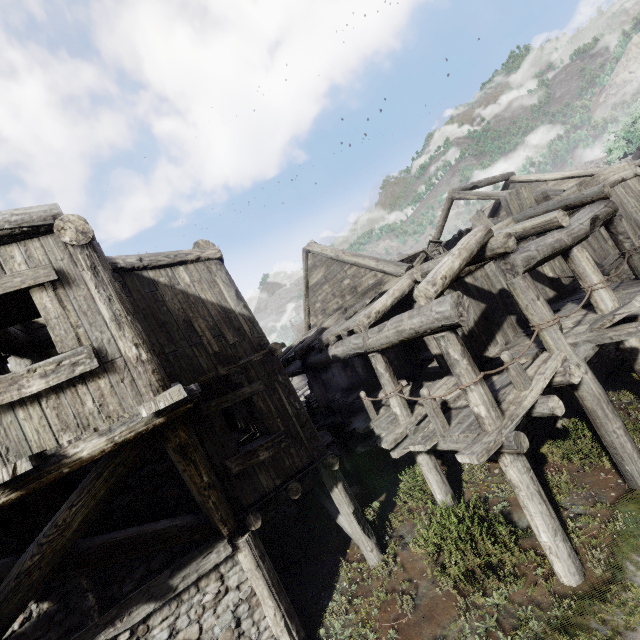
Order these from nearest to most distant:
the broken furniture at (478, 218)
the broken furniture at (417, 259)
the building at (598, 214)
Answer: the building at (598, 214) < the broken furniture at (417, 259) < the broken furniture at (478, 218)

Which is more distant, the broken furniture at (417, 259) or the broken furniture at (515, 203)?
the broken furniture at (515, 203)

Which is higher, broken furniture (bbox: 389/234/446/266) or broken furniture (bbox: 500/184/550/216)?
broken furniture (bbox: 500/184/550/216)

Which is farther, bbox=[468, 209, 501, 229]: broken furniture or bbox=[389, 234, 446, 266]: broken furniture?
bbox=[468, 209, 501, 229]: broken furniture

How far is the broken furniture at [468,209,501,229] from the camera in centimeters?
1229cm

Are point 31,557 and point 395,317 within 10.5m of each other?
yes
